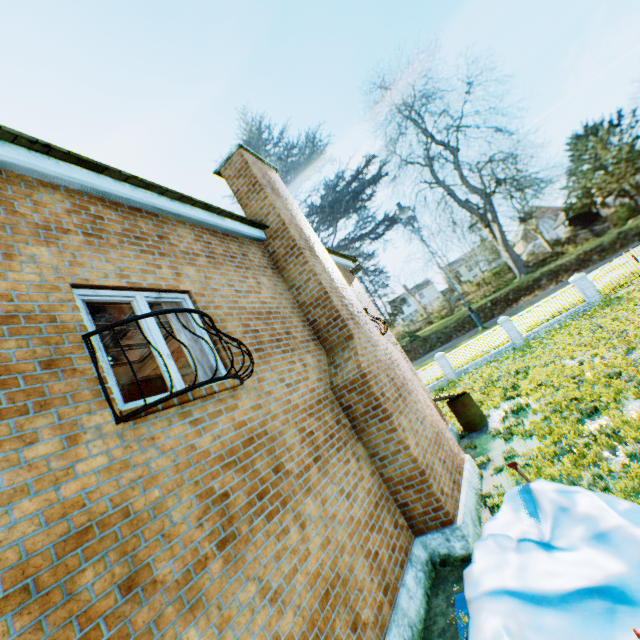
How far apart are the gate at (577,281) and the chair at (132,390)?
25.72m

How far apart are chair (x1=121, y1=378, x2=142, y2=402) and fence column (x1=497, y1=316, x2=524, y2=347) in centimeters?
2425cm

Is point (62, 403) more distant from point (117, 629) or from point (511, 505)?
point (511, 505)

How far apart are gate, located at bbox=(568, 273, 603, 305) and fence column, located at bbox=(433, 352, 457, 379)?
9.74m

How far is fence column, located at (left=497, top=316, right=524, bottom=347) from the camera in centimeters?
2317cm

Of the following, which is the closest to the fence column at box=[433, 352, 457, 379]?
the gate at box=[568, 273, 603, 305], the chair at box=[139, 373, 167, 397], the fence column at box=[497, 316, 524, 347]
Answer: the fence column at box=[497, 316, 524, 347]

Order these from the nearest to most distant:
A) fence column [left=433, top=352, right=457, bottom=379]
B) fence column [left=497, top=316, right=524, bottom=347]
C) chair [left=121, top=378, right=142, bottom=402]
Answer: chair [left=121, top=378, right=142, bottom=402], fence column [left=497, top=316, right=524, bottom=347], fence column [left=433, top=352, right=457, bottom=379]

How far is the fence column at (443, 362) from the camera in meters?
25.3
